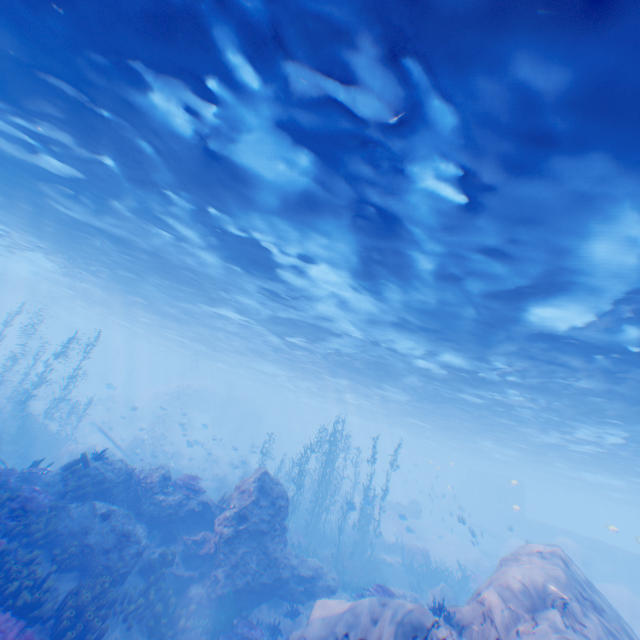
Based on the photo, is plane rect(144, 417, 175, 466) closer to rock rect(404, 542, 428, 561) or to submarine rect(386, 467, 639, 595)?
rock rect(404, 542, 428, 561)

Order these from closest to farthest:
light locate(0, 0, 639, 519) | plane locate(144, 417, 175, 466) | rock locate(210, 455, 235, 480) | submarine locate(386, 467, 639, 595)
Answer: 1. light locate(0, 0, 639, 519)
2. plane locate(144, 417, 175, 466)
3. submarine locate(386, 467, 639, 595)
4. rock locate(210, 455, 235, 480)

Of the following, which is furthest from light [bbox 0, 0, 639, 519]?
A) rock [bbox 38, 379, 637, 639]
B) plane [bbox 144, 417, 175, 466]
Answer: plane [bbox 144, 417, 175, 466]

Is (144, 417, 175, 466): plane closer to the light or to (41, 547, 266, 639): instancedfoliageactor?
(41, 547, 266, 639): instancedfoliageactor

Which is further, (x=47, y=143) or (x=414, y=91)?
(x=47, y=143)

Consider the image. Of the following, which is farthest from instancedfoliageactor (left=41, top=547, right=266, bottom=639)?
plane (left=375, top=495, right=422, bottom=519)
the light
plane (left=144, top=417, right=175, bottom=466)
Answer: plane (left=375, top=495, right=422, bottom=519)

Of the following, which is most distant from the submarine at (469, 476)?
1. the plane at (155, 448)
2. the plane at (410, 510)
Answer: the plane at (155, 448)

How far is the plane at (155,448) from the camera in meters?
25.5
